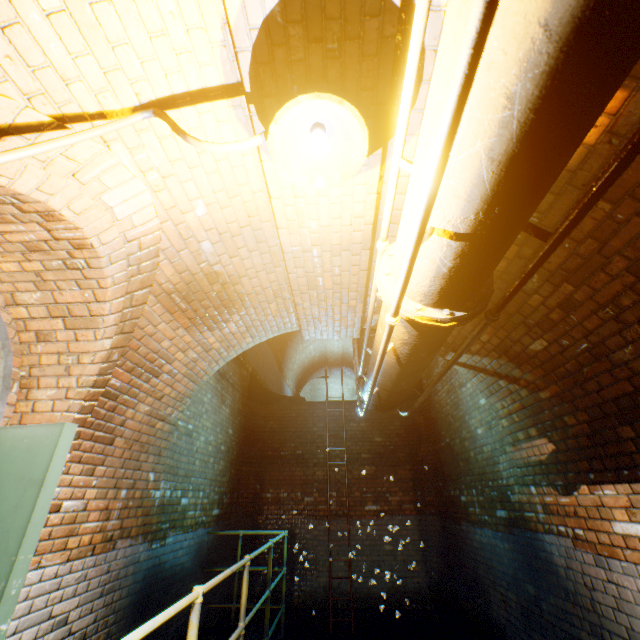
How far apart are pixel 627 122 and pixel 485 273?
1.1m

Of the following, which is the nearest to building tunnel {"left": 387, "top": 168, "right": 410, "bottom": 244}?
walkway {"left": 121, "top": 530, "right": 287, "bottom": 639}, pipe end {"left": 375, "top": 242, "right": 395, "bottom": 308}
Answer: walkway {"left": 121, "top": 530, "right": 287, "bottom": 639}

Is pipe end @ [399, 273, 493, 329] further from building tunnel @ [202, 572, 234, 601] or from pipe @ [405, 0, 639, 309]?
building tunnel @ [202, 572, 234, 601]

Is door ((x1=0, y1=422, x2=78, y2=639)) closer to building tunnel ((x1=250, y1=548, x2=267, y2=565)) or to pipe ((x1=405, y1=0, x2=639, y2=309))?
building tunnel ((x1=250, y1=548, x2=267, y2=565))

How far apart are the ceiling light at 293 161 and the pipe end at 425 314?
0.4m

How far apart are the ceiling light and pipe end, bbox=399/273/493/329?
0.4 meters

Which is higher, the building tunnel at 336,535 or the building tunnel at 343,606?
the building tunnel at 336,535

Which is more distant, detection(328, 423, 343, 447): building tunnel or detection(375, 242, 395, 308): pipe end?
detection(328, 423, 343, 447): building tunnel
